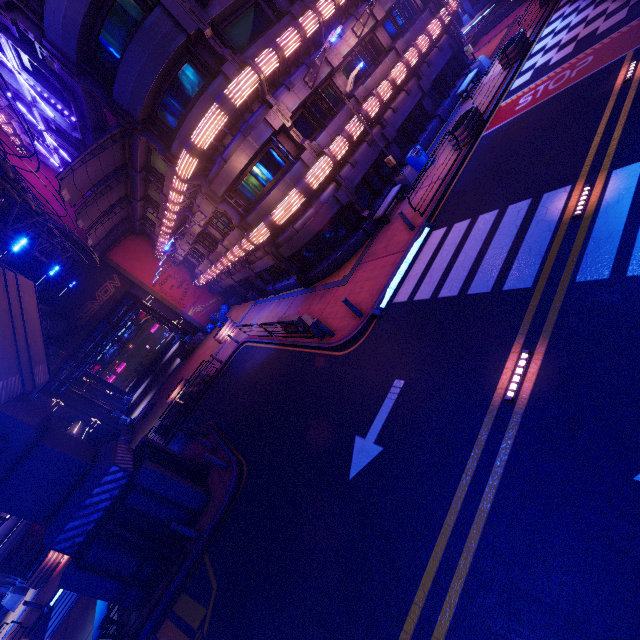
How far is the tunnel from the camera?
30.8m

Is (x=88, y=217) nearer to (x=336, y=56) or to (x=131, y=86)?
(x=131, y=86)

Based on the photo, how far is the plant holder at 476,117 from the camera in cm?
1564

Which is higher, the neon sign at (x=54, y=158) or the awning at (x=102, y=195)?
the neon sign at (x=54, y=158)

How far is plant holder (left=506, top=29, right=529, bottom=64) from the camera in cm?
1814

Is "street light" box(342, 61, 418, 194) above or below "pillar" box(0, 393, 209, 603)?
below

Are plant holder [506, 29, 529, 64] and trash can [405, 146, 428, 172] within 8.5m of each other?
yes

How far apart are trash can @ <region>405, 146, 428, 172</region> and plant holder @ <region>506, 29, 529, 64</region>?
7.1 meters
